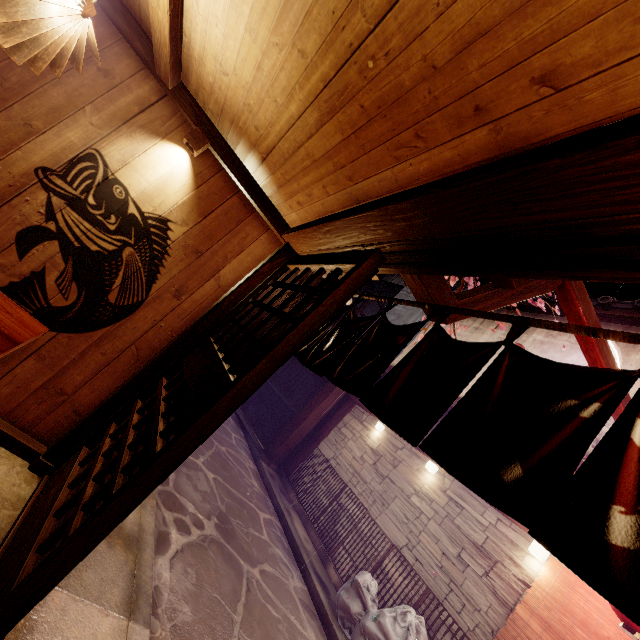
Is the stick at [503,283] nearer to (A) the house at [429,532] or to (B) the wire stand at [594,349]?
(B) the wire stand at [594,349]

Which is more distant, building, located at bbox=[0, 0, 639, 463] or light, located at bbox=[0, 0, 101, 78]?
light, located at bbox=[0, 0, 101, 78]

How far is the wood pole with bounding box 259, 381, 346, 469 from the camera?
15.97m

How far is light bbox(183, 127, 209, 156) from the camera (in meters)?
4.79

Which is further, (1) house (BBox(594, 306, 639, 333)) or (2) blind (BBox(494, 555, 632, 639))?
(1) house (BBox(594, 306, 639, 333))

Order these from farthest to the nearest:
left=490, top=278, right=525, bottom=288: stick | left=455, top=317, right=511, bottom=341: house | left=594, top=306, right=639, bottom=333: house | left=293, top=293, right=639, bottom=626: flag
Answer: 1. left=455, top=317, right=511, bottom=341: house
2. left=594, top=306, right=639, bottom=333: house
3. left=490, top=278, right=525, bottom=288: stick
4. left=293, top=293, right=639, bottom=626: flag

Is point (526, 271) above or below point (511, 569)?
above

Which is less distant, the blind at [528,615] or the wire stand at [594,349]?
the wire stand at [594,349]
